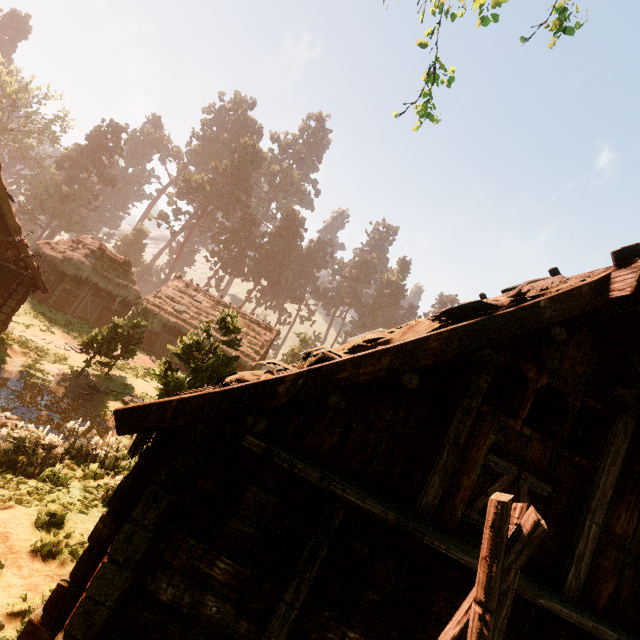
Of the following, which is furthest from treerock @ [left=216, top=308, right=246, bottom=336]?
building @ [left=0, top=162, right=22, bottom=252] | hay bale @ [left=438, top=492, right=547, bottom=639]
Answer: hay bale @ [left=438, top=492, right=547, bottom=639]

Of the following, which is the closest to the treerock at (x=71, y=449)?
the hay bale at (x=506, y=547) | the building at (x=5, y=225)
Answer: the building at (x=5, y=225)

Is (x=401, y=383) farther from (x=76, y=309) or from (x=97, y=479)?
(x=76, y=309)

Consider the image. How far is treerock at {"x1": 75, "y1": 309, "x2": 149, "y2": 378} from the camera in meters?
16.2

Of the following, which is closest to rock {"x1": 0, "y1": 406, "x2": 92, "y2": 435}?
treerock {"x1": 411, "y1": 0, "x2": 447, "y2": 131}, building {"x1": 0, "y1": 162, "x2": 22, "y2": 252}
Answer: treerock {"x1": 411, "y1": 0, "x2": 447, "y2": 131}

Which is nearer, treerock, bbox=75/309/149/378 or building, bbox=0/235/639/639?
building, bbox=0/235/639/639

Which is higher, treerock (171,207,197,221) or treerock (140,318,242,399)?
treerock (171,207,197,221)
